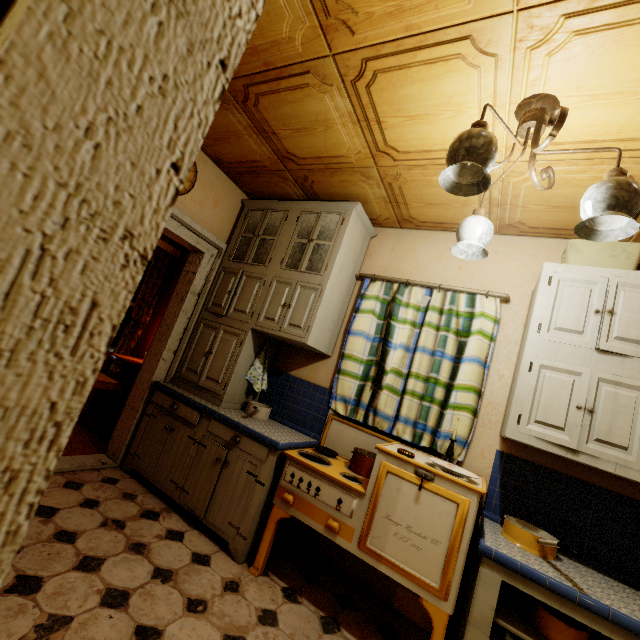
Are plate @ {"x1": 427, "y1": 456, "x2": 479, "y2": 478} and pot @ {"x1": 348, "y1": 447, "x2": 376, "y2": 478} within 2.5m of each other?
yes

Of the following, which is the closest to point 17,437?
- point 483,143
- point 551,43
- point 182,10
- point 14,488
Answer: point 14,488

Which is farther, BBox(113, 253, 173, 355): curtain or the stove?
BBox(113, 253, 173, 355): curtain

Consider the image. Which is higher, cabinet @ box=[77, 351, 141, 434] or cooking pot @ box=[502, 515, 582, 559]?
cooking pot @ box=[502, 515, 582, 559]

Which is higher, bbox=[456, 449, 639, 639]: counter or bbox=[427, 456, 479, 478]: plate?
bbox=[427, 456, 479, 478]: plate

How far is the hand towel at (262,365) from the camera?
2.95m

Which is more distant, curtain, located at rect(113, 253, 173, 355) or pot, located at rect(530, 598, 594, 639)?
curtain, located at rect(113, 253, 173, 355)

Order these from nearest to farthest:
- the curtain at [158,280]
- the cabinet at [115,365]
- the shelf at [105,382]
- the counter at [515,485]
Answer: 1. the shelf at [105,382]
2. the counter at [515,485]
3. the cabinet at [115,365]
4. the curtain at [158,280]
